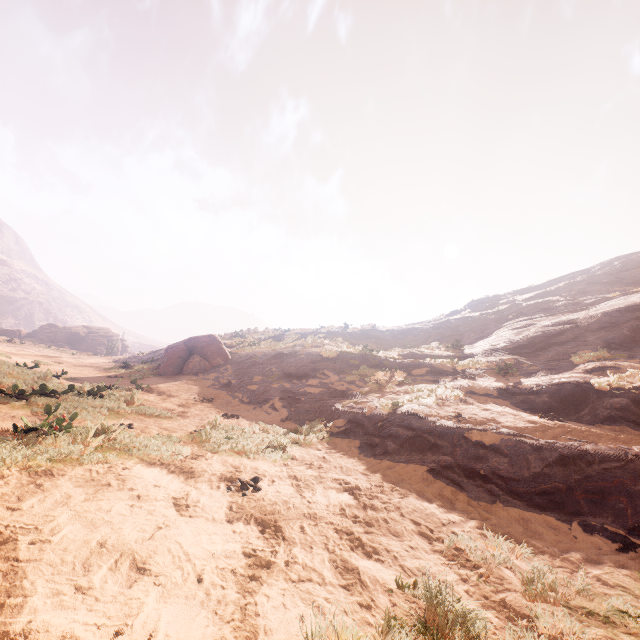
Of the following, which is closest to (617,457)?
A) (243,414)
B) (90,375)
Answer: (243,414)

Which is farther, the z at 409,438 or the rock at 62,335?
the rock at 62,335

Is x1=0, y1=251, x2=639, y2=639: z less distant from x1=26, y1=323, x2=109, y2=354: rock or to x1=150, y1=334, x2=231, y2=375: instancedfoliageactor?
x1=150, y1=334, x2=231, y2=375: instancedfoliageactor

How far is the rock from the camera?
54.31m

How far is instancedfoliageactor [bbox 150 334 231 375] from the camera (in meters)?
17.03

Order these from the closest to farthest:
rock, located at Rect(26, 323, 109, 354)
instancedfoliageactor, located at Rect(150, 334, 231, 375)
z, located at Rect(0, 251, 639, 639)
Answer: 1. z, located at Rect(0, 251, 639, 639)
2. instancedfoliageactor, located at Rect(150, 334, 231, 375)
3. rock, located at Rect(26, 323, 109, 354)

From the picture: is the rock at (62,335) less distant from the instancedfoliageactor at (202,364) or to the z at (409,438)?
the z at (409,438)

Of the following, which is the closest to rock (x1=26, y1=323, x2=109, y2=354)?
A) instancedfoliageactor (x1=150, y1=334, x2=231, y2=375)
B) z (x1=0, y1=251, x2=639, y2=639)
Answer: z (x1=0, y1=251, x2=639, y2=639)
